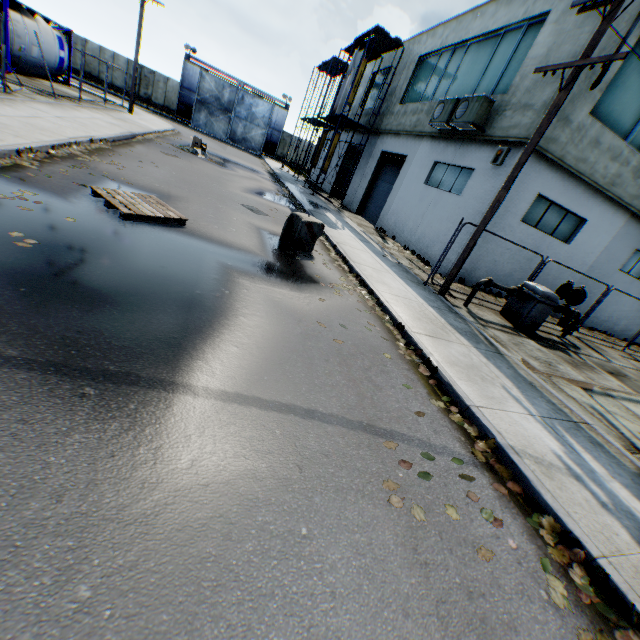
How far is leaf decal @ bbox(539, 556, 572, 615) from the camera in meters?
2.6

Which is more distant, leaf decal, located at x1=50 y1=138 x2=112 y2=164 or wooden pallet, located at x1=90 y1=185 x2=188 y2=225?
leaf decal, located at x1=50 y1=138 x2=112 y2=164

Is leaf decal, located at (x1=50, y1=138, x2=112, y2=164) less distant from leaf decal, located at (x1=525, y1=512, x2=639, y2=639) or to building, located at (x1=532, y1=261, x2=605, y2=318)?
leaf decal, located at (x1=525, y1=512, x2=639, y2=639)

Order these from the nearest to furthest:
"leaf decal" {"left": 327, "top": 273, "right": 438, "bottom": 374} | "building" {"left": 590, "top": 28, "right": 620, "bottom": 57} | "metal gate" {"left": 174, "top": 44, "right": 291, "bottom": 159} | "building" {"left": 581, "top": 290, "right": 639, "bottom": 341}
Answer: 1. "leaf decal" {"left": 327, "top": 273, "right": 438, "bottom": 374}
2. "building" {"left": 590, "top": 28, "right": 620, "bottom": 57}
3. "building" {"left": 581, "top": 290, "right": 639, "bottom": 341}
4. "metal gate" {"left": 174, "top": 44, "right": 291, "bottom": 159}

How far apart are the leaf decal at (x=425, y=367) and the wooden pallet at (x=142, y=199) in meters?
3.3 m

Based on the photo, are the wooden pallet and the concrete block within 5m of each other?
yes

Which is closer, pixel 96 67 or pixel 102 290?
pixel 102 290

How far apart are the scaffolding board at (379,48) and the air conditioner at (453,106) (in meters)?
8.93
